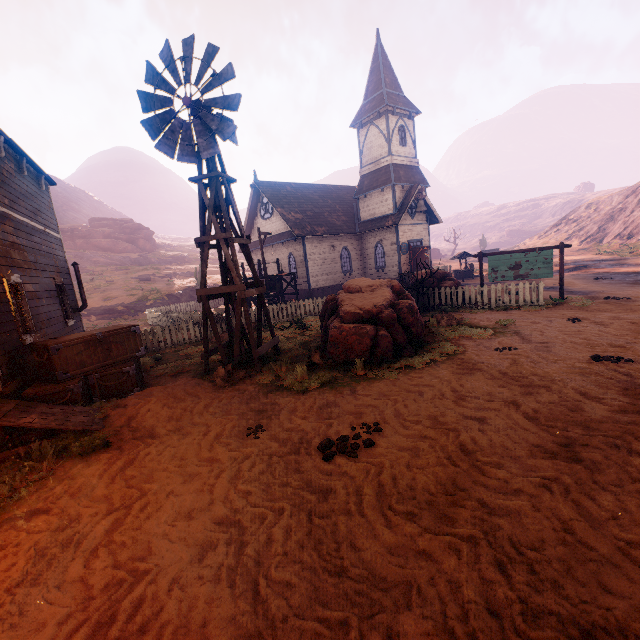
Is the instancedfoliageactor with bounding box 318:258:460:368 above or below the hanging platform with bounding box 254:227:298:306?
below

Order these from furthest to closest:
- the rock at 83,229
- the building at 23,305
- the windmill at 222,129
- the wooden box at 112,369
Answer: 1. the rock at 83,229
2. the windmill at 222,129
3. the wooden box at 112,369
4. the building at 23,305

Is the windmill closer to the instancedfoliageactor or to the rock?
the instancedfoliageactor

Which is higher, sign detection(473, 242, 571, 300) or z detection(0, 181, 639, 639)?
sign detection(473, 242, 571, 300)

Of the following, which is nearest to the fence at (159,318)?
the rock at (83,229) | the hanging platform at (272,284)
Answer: the hanging platform at (272,284)

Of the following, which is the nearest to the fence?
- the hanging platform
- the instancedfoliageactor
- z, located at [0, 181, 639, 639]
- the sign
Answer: z, located at [0, 181, 639, 639]

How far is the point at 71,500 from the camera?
4.28m

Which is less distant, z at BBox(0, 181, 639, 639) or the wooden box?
z at BBox(0, 181, 639, 639)
